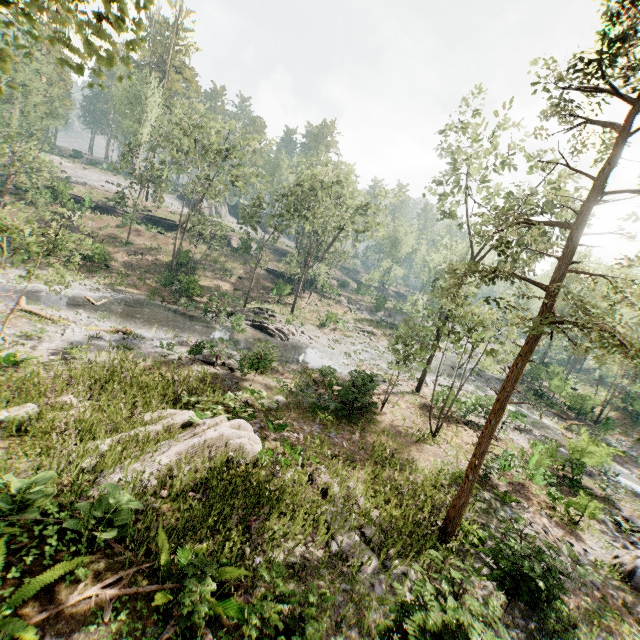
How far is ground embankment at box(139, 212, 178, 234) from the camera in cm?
5003

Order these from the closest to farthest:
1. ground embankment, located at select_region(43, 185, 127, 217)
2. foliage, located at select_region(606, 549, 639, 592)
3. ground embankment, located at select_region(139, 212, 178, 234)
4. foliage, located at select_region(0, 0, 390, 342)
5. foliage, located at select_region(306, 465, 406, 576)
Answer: foliage, located at select_region(0, 0, 390, 342), foliage, located at select_region(306, 465, 406, 576), foliage, located at select_region(606, 549, 639, 592), ground embankment, located at select_region(43, 185, 127, 217), ground embankment, located at select_region(139, 212, 178, 234)

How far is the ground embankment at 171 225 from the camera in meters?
50.0 m

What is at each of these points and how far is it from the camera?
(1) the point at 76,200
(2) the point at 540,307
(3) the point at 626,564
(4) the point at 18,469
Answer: (1) ground embankment, 45.4 meters
(2) foliage, 8.4 meters
(3) foliage, 12.9 meters
(4) foliage, 6.6 meters

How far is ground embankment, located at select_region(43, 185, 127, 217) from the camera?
39.6m

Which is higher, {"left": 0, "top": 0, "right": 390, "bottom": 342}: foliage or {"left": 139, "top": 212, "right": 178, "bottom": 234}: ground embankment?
{"left": 0, "top": 0, "right": 390, "bottom": 342}: foliage

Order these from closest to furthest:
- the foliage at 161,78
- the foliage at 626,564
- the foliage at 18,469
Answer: the foliage at 161,78 → the foliage at 18,469 → the foliage at 626,564

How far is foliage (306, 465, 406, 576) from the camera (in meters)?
8.13
